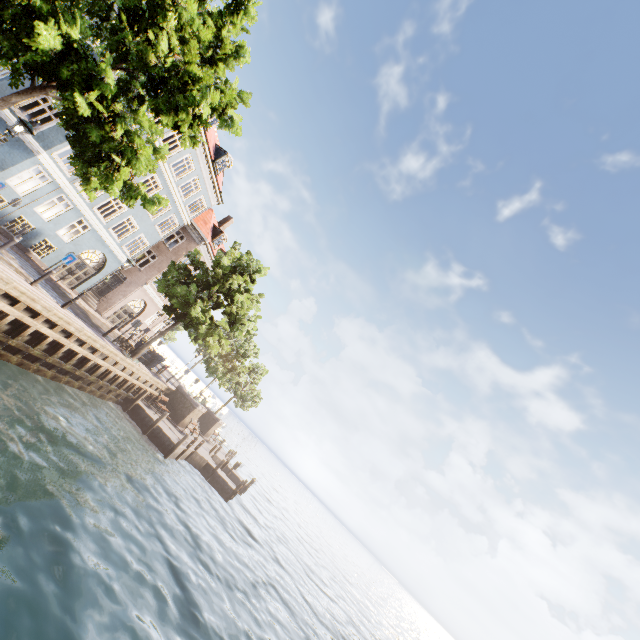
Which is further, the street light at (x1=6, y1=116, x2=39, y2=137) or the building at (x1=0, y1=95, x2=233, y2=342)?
the building at (x1=0, y1=95, x2=233, y2=342)

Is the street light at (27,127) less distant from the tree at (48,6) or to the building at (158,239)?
the tree at (48,6)

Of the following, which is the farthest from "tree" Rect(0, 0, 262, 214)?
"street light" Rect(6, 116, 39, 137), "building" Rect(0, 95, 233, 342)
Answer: "building" Rect(0, 95, 233, 342)

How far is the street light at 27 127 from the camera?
9.38m

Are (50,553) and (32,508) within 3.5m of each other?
yes

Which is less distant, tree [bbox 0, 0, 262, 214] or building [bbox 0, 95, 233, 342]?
tree [bbox 0, 0, 262, 214]

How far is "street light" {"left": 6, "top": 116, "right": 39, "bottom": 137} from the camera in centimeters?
938cm
